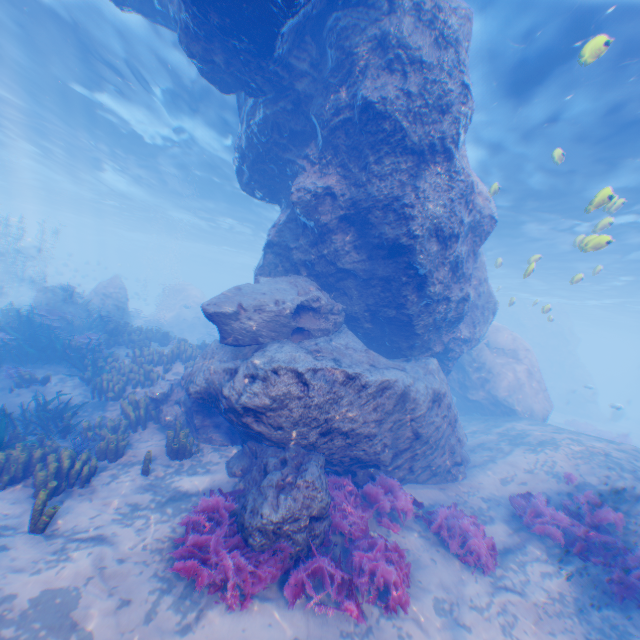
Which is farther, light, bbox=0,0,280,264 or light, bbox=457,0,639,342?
light, bbox=0,0,280,264

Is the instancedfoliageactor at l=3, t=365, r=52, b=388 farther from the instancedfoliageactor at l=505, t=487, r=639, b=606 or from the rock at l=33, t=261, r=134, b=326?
the instancedfoliageactor at l=505, t=487, r=639, b=606

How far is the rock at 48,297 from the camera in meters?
15.8

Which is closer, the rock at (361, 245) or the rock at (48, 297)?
the rock at (361, 245)

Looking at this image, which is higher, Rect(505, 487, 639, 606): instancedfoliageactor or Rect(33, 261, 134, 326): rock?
Rect(33, 261, 134, 326): rock

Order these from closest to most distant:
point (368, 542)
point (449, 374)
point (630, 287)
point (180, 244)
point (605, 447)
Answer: point (368, 542)
point (605, 447)
point (449, 374)
point (630, 287)
point (180, 244)

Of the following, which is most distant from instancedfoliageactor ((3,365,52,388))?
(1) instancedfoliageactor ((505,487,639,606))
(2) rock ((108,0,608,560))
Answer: (1) instancedfoliageactor ((505,487,639,606))

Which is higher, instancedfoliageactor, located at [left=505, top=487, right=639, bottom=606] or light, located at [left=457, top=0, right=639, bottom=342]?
light, located at [left=457, top=0, right=639, bottom=342]
